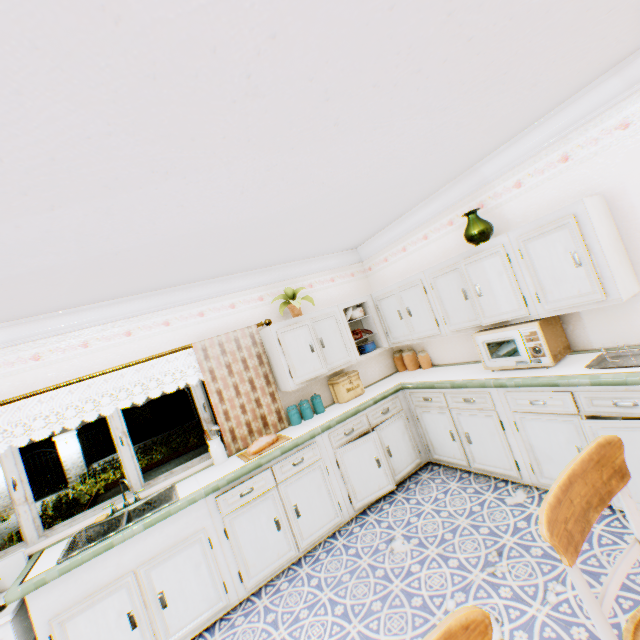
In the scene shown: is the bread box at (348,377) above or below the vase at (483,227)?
below

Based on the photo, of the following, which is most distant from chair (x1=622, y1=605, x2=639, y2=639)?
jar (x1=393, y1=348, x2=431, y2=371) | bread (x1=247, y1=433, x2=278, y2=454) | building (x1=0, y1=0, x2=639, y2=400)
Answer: jar (x1=393, y1=348, x2=431, y2=371)

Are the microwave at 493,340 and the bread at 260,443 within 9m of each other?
yes

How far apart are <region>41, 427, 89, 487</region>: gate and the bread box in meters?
15.2

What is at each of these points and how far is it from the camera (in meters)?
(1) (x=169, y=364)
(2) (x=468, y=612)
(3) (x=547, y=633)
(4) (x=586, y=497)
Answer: (1) building, 3.69
(2) chair, 0.88
(3) building, 1.89
(4) chair, 1.28

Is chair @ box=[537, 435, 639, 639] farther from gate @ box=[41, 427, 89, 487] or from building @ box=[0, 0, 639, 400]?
gate @ box=[41, 427, 89, 487]

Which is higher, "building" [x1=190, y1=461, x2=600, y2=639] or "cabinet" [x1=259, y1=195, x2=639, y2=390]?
"cabinet" [x1=259, y1=195, x2=639, y2=390]

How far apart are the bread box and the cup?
1.6 meters
